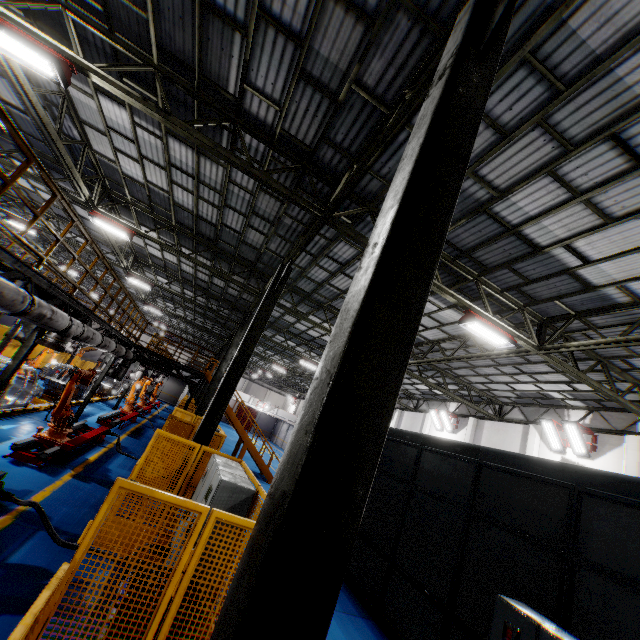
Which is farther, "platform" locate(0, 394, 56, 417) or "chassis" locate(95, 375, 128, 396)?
"chassis" locate(95, 375, 128, 396)

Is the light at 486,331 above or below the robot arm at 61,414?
above

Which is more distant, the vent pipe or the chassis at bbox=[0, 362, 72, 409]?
the chassis at bbox=[0, 362, 72, 409]

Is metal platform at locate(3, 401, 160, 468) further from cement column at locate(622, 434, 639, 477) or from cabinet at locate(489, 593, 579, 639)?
cement column at locate(622, 434, 639, 477)

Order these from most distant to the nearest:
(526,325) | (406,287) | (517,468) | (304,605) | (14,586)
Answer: (526,325) < (517,468) < (14,586) < (406,287) < (304,605)

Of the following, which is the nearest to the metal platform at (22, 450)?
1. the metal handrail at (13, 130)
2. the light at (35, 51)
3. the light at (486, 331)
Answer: the metal handrail at (13, 130)

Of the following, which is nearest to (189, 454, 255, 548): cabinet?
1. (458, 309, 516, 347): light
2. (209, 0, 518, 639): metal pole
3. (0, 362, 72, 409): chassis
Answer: (209, 0, 518, 639): metal pole

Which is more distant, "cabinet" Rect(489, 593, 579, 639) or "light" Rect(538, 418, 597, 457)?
"light" Rect(538, 418, 597, 457)
